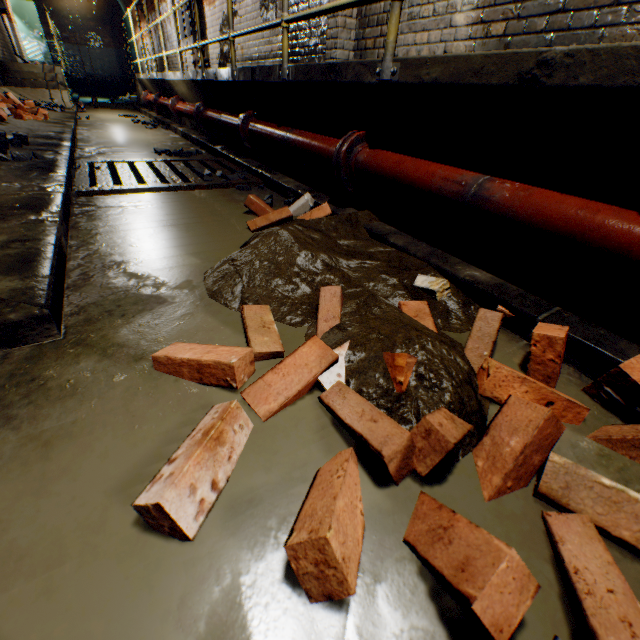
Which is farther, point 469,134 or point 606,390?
point 469,134

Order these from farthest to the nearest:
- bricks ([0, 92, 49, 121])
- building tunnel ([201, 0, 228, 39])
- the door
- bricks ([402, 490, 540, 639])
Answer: the door → building tunnel ([201, 0, 228, 39]) → bricks ([0, 92, 49, 121]) → bricks ([402, 490, 540, 639])

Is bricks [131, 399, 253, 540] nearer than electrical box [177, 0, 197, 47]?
Yes

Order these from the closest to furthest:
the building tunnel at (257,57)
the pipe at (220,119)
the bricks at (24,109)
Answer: the pipe at (220,119) < the bricks at (24,109) < the building tunnel at (257,57)

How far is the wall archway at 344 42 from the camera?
3.56m

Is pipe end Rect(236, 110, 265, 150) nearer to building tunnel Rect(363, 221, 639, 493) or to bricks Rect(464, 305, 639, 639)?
building tunnel Rect(363, 221, 639, 493)

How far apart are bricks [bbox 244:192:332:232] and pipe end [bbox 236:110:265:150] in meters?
1.8

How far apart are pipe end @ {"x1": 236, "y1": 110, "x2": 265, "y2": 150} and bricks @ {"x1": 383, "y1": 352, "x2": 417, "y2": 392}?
3.0 meters
